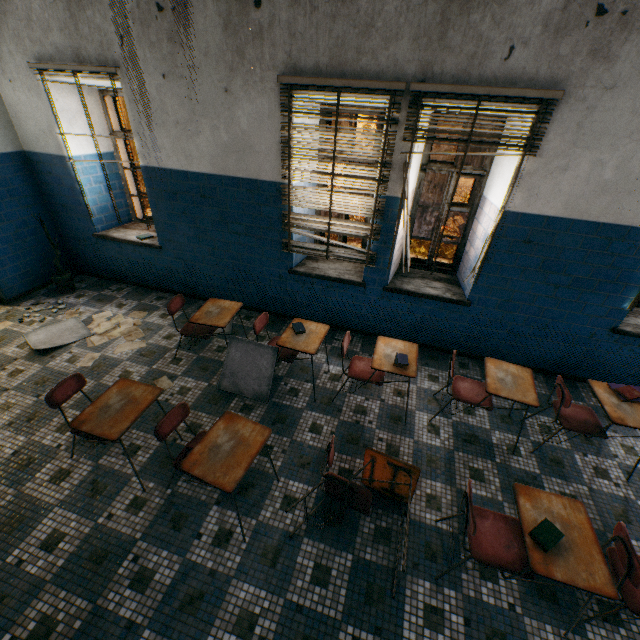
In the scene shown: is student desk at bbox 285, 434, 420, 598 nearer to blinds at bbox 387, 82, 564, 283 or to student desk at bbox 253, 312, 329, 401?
student desk at bbox 253, 312, 329, 401

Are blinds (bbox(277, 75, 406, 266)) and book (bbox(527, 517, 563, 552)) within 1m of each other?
no

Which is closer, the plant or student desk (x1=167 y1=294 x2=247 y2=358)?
student desk (x1=167 y1=294 x2=247 y2=358)

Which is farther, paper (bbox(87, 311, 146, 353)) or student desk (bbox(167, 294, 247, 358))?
paper (bbox(87, 311, 146, 353))

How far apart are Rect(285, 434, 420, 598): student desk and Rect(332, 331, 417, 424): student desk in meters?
0.7

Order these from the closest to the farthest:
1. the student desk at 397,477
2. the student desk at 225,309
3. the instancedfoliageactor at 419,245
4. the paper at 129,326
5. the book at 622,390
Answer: the student desk at 397,477 < the book at 622,390 < the student desk at 225,309 < the paper at 129,326 < the instancedfoliageactor at 419,245

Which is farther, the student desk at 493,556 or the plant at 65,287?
the plant at 65,287

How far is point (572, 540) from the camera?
2.0m
